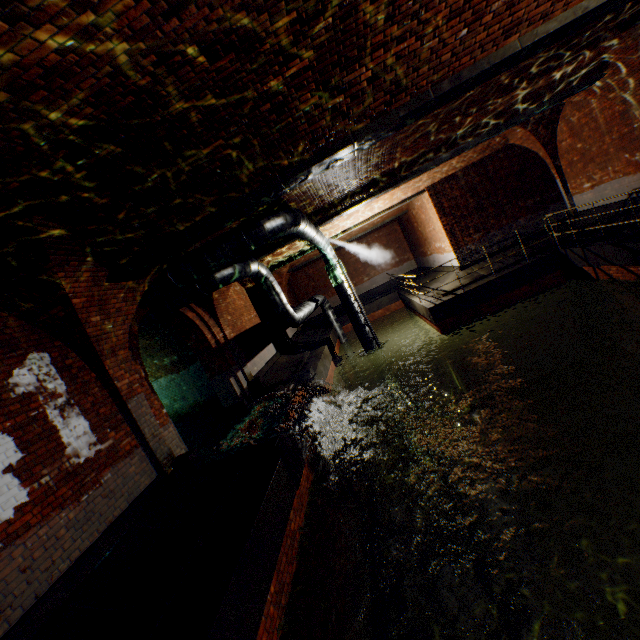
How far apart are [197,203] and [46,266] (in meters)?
2.24

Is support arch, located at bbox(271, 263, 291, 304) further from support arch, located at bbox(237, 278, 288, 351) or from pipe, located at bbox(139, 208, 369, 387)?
pipe, located at bbox(139, 208, 369, 387)

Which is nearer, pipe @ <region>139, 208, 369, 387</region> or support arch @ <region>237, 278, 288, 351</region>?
pipe @ <region>139, 208, 369, 387</region>

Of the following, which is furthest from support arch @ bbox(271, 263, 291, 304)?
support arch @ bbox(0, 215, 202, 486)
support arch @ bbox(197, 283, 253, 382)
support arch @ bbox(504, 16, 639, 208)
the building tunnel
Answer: support arch @ bbox(504, 16, 639, 208)

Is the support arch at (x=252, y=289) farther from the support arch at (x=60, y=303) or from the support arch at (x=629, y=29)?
the support arch at (x=629, y=29)

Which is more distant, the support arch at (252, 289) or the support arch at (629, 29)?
the support arch at (252, 289)

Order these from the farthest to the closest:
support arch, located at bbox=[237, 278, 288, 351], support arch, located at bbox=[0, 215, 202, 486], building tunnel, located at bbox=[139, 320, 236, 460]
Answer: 1. support arch, located at bbox=[237, 278, 288, 351]
2. building tunnel, located at bbox=[139, 320, 236, 460]
3. support arch, located at bbox=[0, 215, 202, 486]

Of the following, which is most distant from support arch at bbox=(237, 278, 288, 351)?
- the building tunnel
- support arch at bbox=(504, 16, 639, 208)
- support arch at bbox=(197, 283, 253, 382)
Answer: support arch at bbox=(504, 16, 639, 208)
